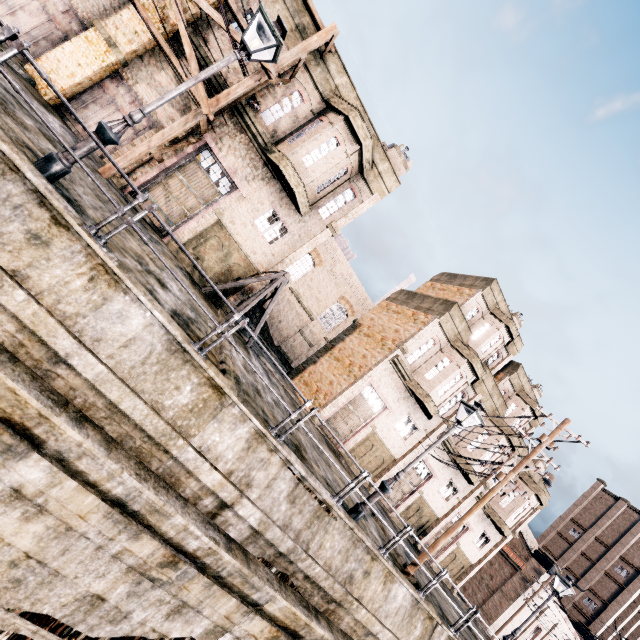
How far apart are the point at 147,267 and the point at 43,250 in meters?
3.4

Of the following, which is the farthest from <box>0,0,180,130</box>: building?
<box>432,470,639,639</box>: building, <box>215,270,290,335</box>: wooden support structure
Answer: <box>432,470,639,639</box>: building

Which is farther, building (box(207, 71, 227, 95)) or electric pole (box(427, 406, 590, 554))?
building (box(207, 71, 227, 95))

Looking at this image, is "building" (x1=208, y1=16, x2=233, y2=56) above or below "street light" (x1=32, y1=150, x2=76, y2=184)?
above

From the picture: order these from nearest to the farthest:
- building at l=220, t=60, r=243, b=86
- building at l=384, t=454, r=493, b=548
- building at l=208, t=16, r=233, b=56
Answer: building at l=208, t=16, r=233, b=56 < building at l=220, t=60, r=243, b=86 < building at l=384, t=454, r=493, b=548

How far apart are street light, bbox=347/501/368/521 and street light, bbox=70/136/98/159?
11.3 meters

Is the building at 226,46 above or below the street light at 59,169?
above

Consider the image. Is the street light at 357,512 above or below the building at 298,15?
below
